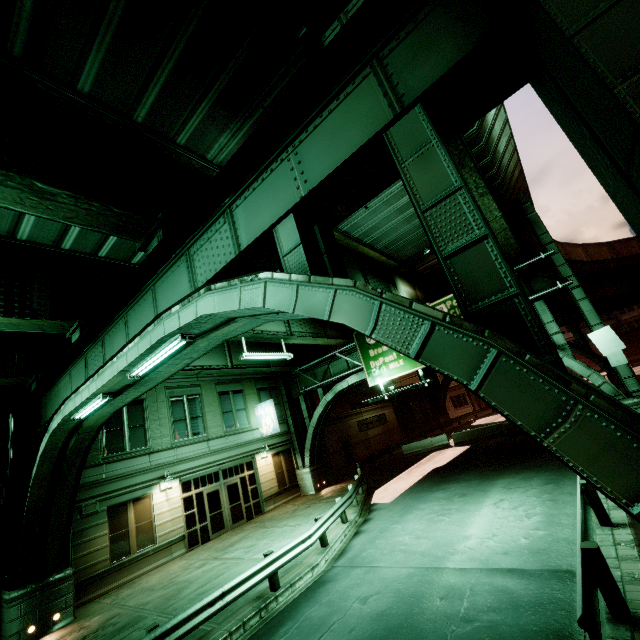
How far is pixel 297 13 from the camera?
4.3m

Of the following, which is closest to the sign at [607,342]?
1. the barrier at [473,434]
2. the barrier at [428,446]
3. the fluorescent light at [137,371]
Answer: the barrier at [473,434]

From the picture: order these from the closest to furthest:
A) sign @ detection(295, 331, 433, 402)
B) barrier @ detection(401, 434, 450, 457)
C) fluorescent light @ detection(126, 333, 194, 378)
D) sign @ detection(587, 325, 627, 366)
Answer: fluorescent light @ detection(126, 333, 194, 378)
sign @ detection(587, 325, 627, 366)
sign @ detection(295, 331, 433, 402)
barrier @ detection(401, 434, 450, 457)

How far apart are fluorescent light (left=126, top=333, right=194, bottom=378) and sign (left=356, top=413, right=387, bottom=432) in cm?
2761

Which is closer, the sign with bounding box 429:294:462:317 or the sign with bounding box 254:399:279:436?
the sign with bounding box 429:294:462:317

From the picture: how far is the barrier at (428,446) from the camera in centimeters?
2729cm

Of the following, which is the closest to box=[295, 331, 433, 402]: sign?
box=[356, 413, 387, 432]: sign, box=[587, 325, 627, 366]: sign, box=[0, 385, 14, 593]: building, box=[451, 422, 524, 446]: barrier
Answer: box=[587, 325, 627, 366]: sign

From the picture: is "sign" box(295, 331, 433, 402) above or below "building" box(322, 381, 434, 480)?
above
